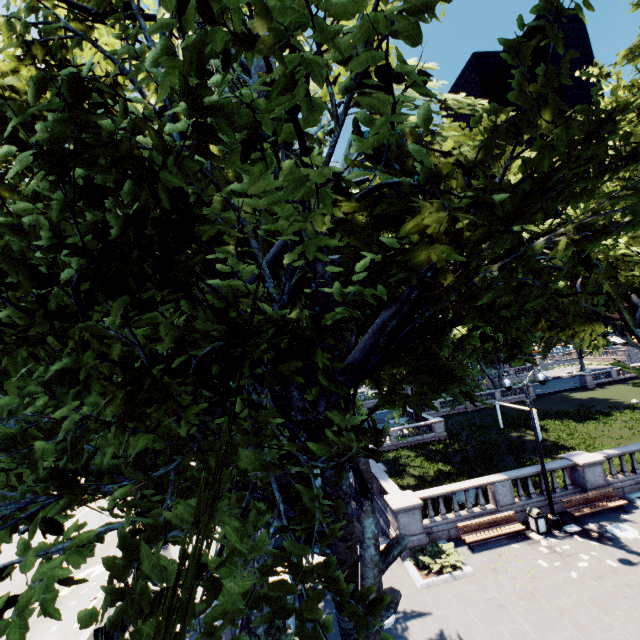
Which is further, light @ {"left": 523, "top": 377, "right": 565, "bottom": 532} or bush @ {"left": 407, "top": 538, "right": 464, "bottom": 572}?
light @ {"left": 523, "top": 377, "right": 565, "bottom": 532}

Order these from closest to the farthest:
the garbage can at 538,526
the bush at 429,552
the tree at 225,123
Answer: the tree at 225,123 → the bush at 429,552 → the garbage can at 538,526

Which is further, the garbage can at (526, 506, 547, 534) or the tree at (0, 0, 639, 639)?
the garbage can at (526, 506, 547, 534)

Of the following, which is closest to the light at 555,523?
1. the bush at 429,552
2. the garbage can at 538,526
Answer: the garbage can at 538,526

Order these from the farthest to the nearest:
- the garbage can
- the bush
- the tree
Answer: the garbage can
the bush
the tree

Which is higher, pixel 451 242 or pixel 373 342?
pixel 451 242

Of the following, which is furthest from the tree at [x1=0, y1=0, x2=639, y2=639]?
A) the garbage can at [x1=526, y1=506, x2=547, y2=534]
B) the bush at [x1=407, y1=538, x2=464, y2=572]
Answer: the garbage can at [x1=526, y1=506, x2=547, y2=534]

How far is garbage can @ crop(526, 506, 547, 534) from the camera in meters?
14.9
